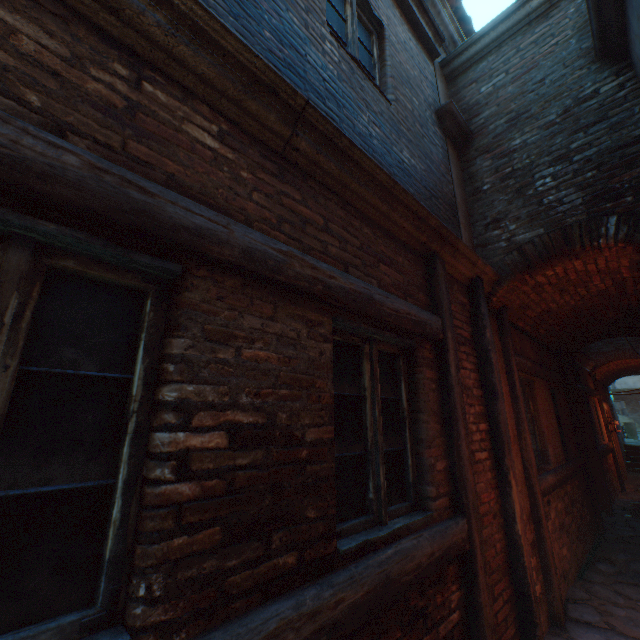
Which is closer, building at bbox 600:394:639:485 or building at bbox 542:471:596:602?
building at bbox 542:471:596:602

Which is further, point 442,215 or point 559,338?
point 559,338

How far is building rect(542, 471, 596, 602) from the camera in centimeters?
423cm

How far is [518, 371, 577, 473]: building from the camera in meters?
5.0 m

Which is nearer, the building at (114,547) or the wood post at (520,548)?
the building at (114,547)

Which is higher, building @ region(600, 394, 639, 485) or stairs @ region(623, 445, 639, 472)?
building @ region(600, 394, 639, 485)

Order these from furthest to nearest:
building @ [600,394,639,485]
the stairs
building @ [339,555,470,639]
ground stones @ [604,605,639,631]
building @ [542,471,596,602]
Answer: the stairs → building @ [600,394,639,485] → building @ [542,471,596,602] → ground stones @ [604,605,639,631] → building @ [339,555,470,639]
